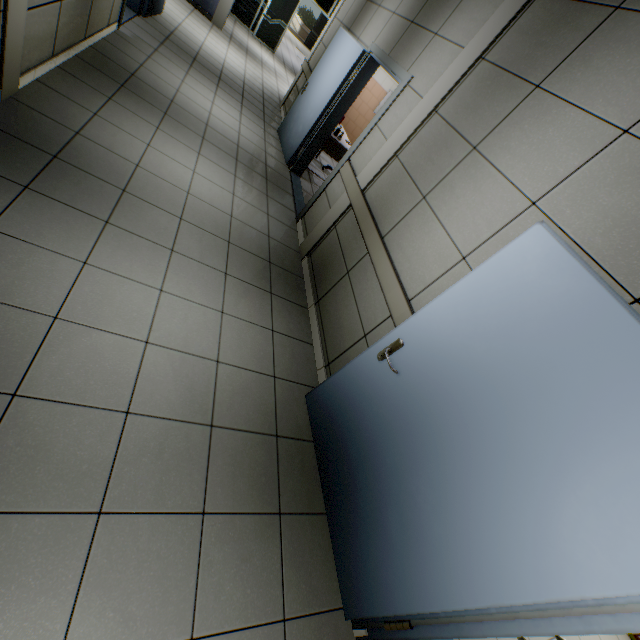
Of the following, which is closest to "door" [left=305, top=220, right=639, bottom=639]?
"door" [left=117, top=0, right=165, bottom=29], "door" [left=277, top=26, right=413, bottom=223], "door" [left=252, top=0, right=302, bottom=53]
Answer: "door" [left=277, top=26, right=413, bottom=223]

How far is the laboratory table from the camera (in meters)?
5.73

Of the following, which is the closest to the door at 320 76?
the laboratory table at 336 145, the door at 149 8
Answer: the laboratory table at 336 145

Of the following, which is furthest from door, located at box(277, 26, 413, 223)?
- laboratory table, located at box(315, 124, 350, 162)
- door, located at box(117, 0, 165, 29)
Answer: door, located at box(117, 0, 165, 29)

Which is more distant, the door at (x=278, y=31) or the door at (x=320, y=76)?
the door at (x=278, y=31)

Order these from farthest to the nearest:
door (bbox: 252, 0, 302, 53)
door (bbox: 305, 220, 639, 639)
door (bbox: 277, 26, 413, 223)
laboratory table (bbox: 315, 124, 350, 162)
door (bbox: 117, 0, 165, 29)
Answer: door (bbox: 252, 0, 302, 53) → laboratory table (bbox: 315, 124, 350, 162) → door (bbox: 117, 0, 165, 29) → door (bbox: 277, 26, 413, 223) → door (bbox: 305, 220, 639, 639)

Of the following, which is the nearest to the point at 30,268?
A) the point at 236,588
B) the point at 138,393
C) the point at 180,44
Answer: the point at 138,393

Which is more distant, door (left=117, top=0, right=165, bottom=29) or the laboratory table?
the laboratory table
